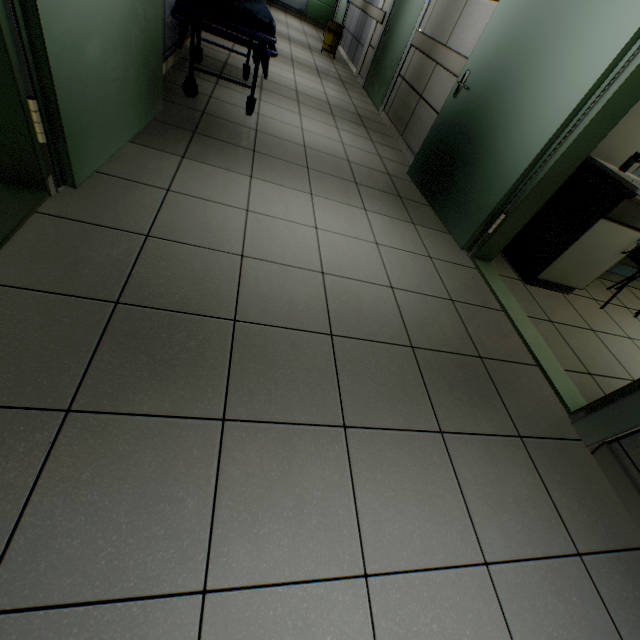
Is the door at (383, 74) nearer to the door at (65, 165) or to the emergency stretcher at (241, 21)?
the emergency stretcher at (241, 21)

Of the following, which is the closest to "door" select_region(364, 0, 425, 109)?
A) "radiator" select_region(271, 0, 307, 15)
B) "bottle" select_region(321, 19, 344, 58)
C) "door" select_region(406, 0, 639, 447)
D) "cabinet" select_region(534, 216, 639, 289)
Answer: "bottle" select_region(321, 19, 344, 58)

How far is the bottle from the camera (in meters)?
7.28

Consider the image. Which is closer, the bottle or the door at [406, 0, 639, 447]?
the door at [406, 0, 639, 447]

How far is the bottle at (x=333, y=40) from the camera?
7.28m

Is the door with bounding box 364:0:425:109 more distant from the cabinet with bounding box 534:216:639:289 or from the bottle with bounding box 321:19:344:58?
the cabinet with bounding box 534:216:639:289

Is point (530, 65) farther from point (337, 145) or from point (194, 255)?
point (194, 255)

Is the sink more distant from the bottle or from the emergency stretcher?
the bottle
